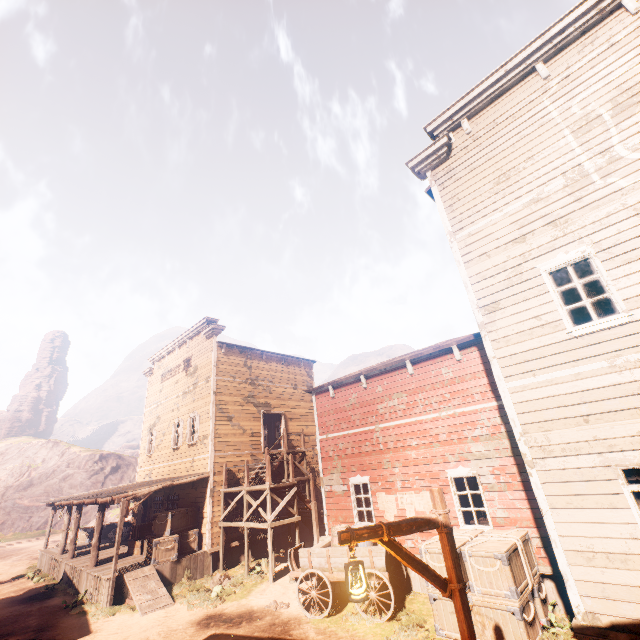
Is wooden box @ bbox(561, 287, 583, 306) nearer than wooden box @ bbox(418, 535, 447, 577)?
Yes

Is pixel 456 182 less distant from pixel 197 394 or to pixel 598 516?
pixel 598 516

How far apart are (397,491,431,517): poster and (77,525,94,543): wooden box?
21.93m

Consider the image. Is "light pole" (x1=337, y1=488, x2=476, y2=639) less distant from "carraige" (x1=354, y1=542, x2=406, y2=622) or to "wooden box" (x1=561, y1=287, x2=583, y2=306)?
"wooden box" (x1=561, y1=287, x2=583, y2=306)

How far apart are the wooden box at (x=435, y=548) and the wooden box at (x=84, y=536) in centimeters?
2333cm

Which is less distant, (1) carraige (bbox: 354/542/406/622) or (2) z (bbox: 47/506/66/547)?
(1) carraige (bbox: 354/542/406/622)

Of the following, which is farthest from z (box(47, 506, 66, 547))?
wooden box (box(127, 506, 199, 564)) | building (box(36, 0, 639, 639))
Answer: wooden box (box(127, 506, 199, 564))

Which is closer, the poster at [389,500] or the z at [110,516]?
the poster at [389,500]
